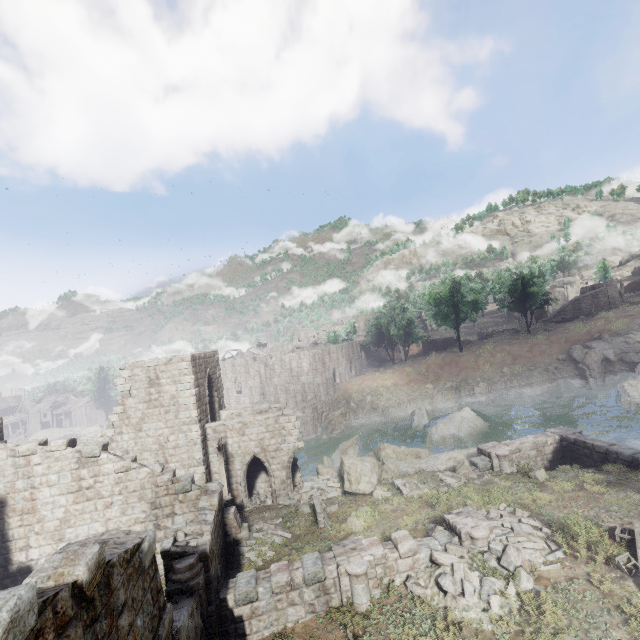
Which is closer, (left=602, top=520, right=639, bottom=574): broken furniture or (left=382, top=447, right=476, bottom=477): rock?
(left=602, top=520, right=639, bottom=574): broken furniture

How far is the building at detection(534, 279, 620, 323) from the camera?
50.66m

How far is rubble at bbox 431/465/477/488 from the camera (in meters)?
16.78

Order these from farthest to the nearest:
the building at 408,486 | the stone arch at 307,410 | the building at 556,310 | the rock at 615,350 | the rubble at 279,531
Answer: the building at 556,310, the stone arch at 307,410, the rock at 615,350, the building at 408,486, the rubble at 279,531

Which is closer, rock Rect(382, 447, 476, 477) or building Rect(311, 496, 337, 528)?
building Rect(311, 496, 337, 528)

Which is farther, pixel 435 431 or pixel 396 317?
pixel 396 317

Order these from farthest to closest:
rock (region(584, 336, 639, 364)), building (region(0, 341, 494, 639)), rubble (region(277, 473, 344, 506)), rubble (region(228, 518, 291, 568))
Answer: rock (region(584, 336, 639, 364)) → rubble (region(277, 473, 344, 506)) → rubble (region(228, 518, 291, 568)) → building (region(0, 341, 494, 639))

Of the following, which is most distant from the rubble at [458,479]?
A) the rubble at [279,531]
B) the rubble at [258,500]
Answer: the rubble at [258,500]
